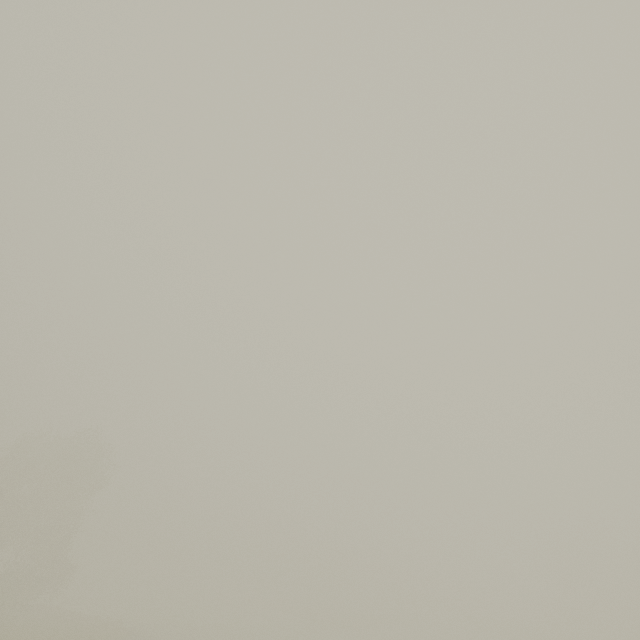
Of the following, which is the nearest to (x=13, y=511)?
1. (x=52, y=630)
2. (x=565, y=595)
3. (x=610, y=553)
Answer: (x=52, y=630)
